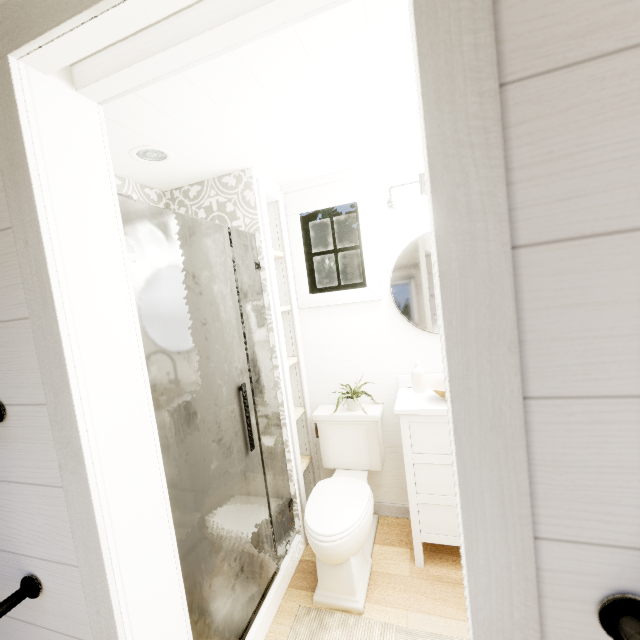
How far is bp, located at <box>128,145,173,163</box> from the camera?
1.6 meters

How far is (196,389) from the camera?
1.4m

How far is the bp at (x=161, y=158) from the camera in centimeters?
162cm

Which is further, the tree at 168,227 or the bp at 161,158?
the bp at 161,158

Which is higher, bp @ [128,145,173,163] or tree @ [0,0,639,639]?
bp @ [128,145,173,163]

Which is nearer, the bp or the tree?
the tree
